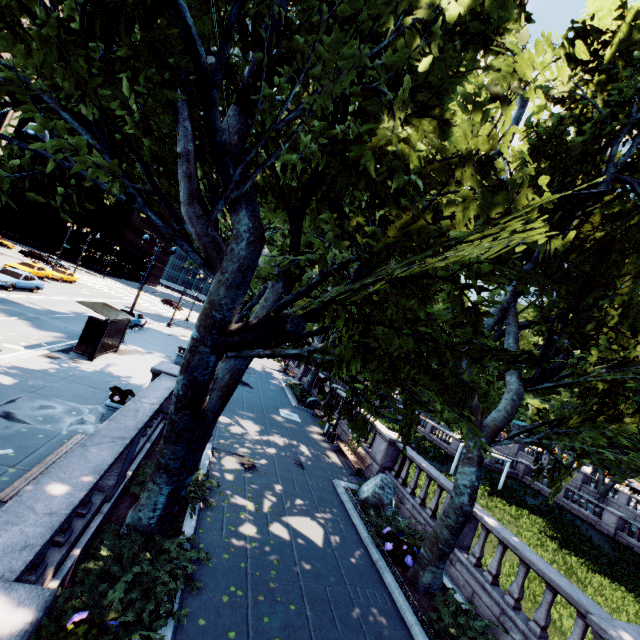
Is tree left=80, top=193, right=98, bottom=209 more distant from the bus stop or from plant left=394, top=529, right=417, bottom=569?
the bus stop

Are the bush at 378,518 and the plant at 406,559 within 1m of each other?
yes

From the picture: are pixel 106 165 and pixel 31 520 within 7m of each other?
yes

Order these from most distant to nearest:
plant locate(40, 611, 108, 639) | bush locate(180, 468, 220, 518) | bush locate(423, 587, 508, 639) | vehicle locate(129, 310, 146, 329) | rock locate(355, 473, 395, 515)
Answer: vehicle locate(129, 310, 146, 329) < rock locate(355, 473, 395, 515) < bush locate(180, 468, 220, 518) < bush locate(423, 587, 508, 639) < plant locate(40, 611, 108, 639)

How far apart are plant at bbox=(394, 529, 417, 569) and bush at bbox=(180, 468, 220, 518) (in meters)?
4.85

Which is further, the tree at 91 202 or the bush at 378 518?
the bush at 378 518

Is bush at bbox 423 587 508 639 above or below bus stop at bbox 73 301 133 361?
below

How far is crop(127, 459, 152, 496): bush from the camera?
7.2m
